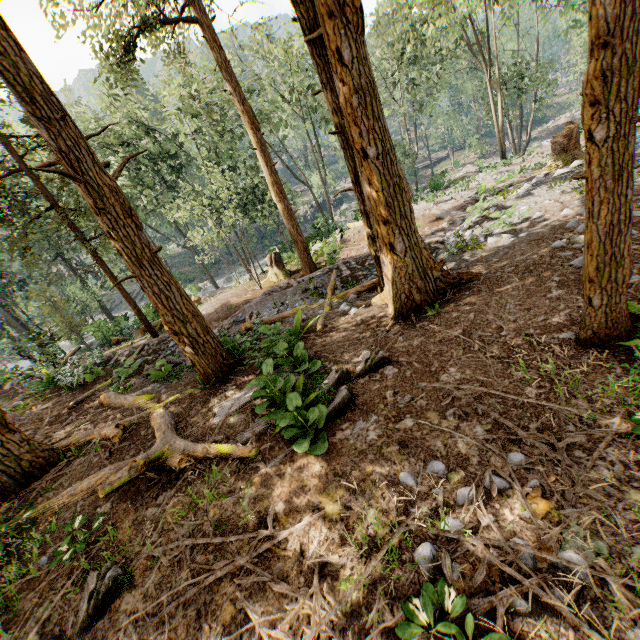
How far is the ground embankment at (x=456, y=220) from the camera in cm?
1201

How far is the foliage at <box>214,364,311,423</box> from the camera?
6.0m

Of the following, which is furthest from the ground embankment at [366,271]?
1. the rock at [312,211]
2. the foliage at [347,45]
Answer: the rock at [312,211]

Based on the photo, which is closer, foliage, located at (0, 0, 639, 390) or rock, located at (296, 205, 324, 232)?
foliage, located at (0, 0, 639, 390)

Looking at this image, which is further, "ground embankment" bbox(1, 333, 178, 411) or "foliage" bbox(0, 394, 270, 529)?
"ground embankment" bbox(1, 333, 178, 411)

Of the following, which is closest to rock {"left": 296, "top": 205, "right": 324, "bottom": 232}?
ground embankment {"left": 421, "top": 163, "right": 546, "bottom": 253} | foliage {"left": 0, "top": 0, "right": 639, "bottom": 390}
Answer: foliage {"left": 0, "top": 0, "right": 639, "bottom": 390}

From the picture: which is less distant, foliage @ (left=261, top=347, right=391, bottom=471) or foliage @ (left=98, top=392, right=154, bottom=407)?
foliage @ (left=261, top=347, right=391, bottom=471)

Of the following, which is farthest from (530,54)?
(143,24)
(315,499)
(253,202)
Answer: (315,499)
